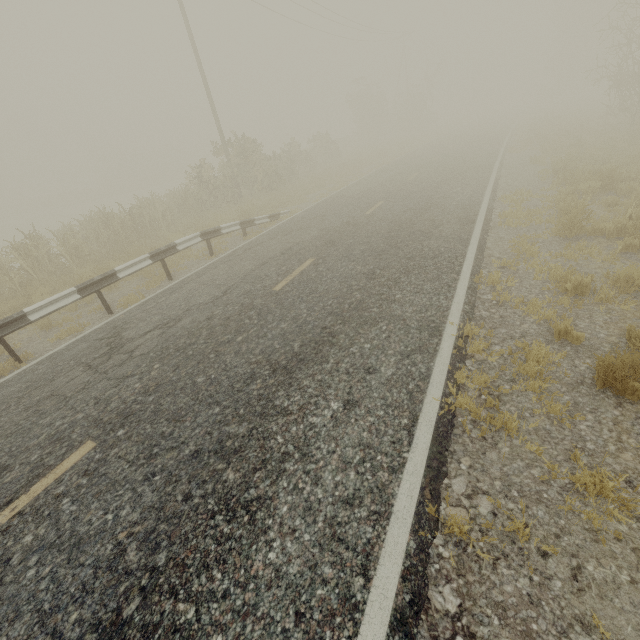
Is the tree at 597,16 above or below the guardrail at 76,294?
above

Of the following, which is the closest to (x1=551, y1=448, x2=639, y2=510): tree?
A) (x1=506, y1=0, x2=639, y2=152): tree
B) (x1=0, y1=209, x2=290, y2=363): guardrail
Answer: (x1=0, y1=209, x2=290, y2=363): guardrail

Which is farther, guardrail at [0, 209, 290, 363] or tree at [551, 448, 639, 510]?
guardrail at [0, 209, 290, 363]

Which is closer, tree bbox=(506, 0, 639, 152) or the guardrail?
the guardrail

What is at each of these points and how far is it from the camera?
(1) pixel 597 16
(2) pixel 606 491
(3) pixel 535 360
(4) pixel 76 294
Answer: (1) tree, 41.81m
(2) tree, 2.70m
(3) tree, 4.14m
(4) guardrail, 7.17m

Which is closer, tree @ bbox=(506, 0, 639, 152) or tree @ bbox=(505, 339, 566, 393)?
tree @ bbox=(505, 339, 566, 393)

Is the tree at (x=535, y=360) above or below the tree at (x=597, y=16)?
below
